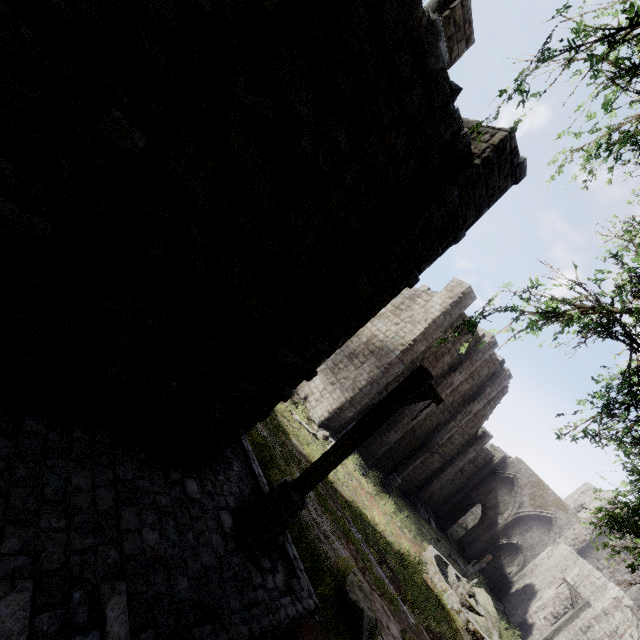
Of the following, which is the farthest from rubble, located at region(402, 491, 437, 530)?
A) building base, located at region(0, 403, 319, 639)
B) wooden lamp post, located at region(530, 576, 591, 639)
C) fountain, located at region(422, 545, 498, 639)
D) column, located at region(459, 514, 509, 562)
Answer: building base, located at region(0, 403, 319, 639)

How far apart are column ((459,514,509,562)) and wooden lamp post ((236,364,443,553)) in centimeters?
2984cm

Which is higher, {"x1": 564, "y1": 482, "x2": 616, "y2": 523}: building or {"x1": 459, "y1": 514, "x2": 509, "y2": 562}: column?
{"x1": 564, "y1": 482, "x2": 616, "y2": 523}: building

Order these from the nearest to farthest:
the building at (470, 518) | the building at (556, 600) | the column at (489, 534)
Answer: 1. the building at (556, 600)
2. the column at (489, 534)
3. the building at (470, 518)

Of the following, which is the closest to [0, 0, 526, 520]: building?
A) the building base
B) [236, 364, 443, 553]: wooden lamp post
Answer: the building base

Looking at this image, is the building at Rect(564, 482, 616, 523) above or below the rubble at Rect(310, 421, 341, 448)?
above

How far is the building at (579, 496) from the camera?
27.2 meters

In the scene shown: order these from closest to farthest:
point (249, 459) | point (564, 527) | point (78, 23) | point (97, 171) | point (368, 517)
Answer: point (78, 23) < point (97, 171) < point (249, 459) < point (368, 517) < point (564, 527)
